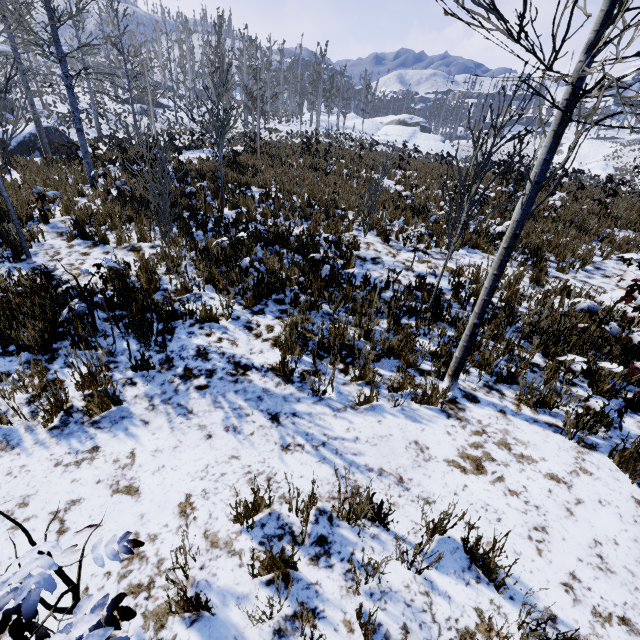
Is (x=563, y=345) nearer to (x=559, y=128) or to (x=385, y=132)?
(x=559, y=128)

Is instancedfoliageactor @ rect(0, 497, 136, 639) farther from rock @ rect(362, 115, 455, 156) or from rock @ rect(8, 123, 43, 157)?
rock @ rect(362, 115, 455, 156)

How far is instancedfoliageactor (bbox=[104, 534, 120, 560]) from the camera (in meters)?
1.60

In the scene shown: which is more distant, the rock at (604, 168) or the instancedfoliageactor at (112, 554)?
the rock at (604, 168)

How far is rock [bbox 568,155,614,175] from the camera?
45.38m

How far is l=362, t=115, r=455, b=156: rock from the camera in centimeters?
4584cm

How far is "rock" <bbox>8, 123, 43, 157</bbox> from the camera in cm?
1789

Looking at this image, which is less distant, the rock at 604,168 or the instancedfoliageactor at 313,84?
the instancedfoliageactor at 313,84
